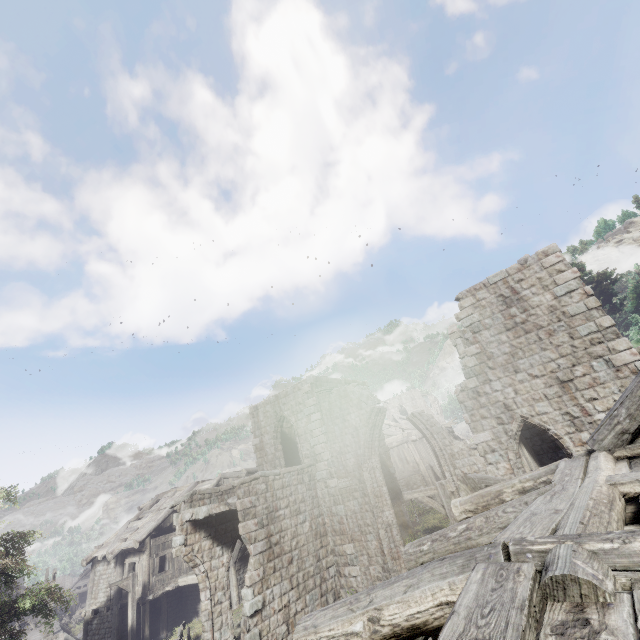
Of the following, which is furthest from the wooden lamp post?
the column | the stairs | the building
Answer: the stairs

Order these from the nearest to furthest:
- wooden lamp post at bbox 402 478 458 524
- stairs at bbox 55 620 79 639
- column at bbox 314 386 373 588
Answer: wooden lamp post at bbox 402 478 458 524, column at bbox 314 386 373 588, stairs at bbox 55 620 79 639

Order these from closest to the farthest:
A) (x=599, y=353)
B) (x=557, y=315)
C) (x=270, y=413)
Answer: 1. (x=599, y=353)
2. (x=557, y=315)
3. (x=270, y=413)

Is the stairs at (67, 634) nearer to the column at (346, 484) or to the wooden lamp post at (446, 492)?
the column at (346, 484)

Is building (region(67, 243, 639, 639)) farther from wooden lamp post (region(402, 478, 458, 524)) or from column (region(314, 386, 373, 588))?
wooden lamp post (region(402, 478, 458, 524))

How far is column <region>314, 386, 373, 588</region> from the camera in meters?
14.6

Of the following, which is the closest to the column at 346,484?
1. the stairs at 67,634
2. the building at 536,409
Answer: the building at 536,409
